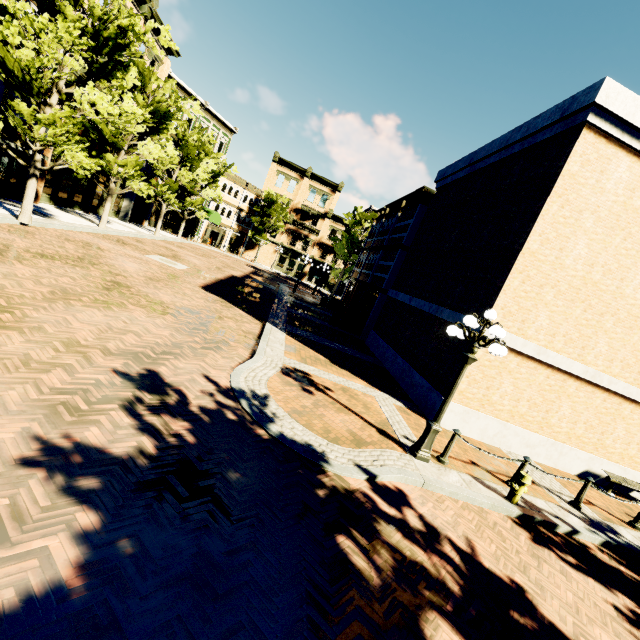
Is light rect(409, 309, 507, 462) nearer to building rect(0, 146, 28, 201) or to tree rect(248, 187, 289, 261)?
tree rect(248, 187, 289, 261)

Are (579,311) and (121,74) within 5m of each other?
no

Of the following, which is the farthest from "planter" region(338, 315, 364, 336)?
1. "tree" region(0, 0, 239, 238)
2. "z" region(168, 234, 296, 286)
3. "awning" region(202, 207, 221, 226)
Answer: "awning" region(202, 207, 221, 226)

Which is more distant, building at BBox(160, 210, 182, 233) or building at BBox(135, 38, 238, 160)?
building at BBox(160, 210, 182, 233)

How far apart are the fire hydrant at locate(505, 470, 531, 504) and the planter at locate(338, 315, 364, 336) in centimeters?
1345cm

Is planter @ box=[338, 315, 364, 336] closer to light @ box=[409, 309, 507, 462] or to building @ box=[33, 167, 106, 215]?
light @ box=[409, 309, 507, 462]

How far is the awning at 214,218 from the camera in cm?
3644

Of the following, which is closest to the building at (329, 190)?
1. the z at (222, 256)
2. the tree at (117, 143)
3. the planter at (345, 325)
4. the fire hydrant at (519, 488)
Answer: the z at (222, 256)
